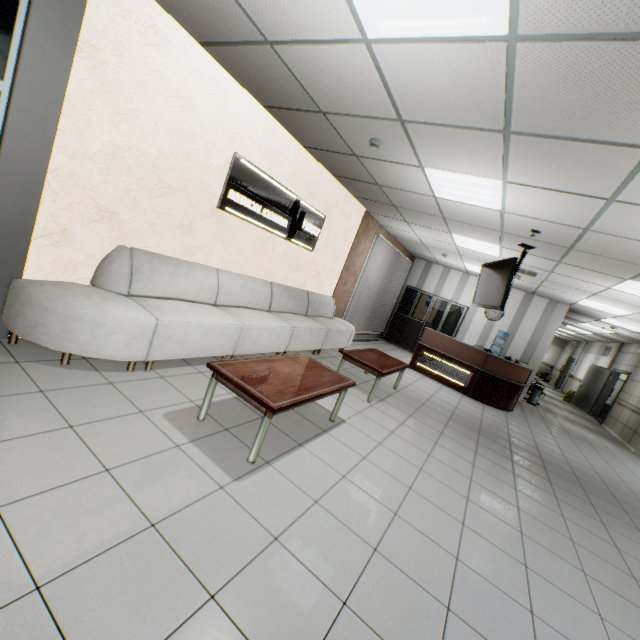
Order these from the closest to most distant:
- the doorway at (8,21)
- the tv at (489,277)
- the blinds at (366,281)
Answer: the doorway at (8,21)
the tv at (489,277)
the blinds at (366,281)

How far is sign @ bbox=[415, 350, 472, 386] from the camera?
7.93m

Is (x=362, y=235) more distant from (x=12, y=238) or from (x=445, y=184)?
(x=12, y=238)

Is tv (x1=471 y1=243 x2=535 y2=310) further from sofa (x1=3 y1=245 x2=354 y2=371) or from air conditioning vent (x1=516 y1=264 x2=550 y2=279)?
sofa (x1=3 y1=245 x2=354 y2=371)

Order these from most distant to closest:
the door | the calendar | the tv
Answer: the door < the calendar < the tv

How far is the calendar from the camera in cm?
1050

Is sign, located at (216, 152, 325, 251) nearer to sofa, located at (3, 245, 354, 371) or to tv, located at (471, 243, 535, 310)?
sofa, located at (3, 245, 354, 371)

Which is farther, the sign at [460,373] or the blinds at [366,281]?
the blinds at [366,281]
